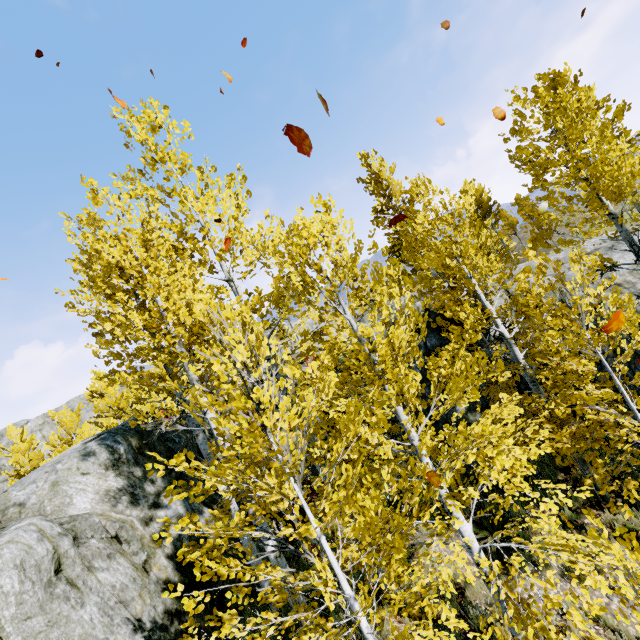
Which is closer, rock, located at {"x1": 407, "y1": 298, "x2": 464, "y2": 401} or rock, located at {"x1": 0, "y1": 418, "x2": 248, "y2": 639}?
rock, located at {"x1": 0, "y1": 418, "x2": 248, "y2": 639}

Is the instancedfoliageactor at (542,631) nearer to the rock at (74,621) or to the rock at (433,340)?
the rock at (74,621)

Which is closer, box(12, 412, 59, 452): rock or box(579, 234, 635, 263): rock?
box(579, 234, 635, 263): rock

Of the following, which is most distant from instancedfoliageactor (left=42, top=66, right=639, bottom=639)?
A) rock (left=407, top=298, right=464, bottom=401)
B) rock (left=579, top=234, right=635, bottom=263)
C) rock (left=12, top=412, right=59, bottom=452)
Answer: rock (left=12, top=412, right=59, bottom=452)

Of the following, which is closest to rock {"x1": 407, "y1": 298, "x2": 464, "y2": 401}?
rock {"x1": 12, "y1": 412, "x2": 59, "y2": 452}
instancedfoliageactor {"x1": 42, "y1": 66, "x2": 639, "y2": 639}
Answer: instancedfoliageactor {"x1": 42, "y1": 66, "x2": 639, "y2": 639}

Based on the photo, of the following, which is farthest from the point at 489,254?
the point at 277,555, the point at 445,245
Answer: the point at 277,555

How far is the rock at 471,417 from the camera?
9.2 meters

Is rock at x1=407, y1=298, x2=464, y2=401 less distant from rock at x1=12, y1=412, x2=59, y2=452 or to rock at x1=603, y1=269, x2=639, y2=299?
rock at x1=603, y1=269, x2=639, y2=299
